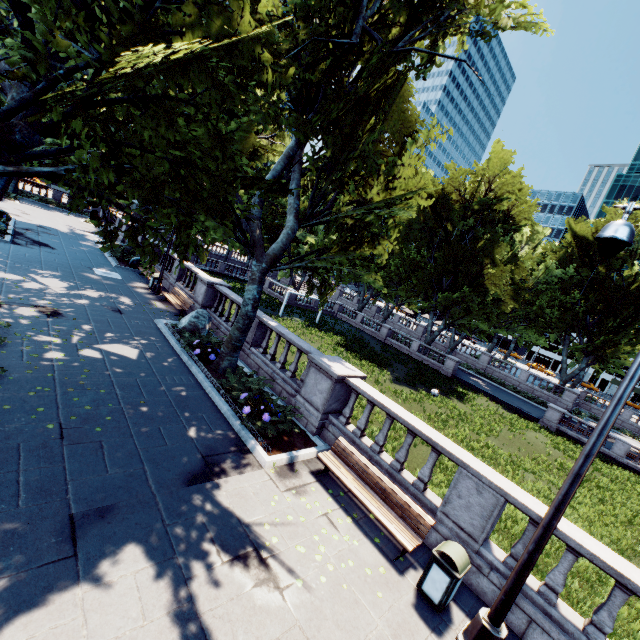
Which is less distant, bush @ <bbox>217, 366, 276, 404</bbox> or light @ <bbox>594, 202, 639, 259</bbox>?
light @ <bbox>594, 202, 639, 259</bbox>

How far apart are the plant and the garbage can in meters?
8.9 m

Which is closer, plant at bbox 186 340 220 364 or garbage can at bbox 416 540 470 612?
garbage can at bbox 416 540 470 612

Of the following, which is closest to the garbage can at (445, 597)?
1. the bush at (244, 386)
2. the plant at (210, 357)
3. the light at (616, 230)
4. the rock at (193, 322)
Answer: the light at (616, 230)

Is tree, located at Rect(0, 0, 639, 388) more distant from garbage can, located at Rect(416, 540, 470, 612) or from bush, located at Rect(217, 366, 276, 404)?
garbage can, located at Rect(416, 540, 470, 612)

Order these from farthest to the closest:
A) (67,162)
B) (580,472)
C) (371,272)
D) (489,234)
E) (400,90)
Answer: (489,234), (400,90), (371,272), (67,162), (580,472)

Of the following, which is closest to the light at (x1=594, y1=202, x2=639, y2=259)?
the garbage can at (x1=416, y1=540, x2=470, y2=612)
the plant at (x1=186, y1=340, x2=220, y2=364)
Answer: the garbage can at (x1=416, y1=540, x2=470, y2=612)

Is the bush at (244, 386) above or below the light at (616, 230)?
below
